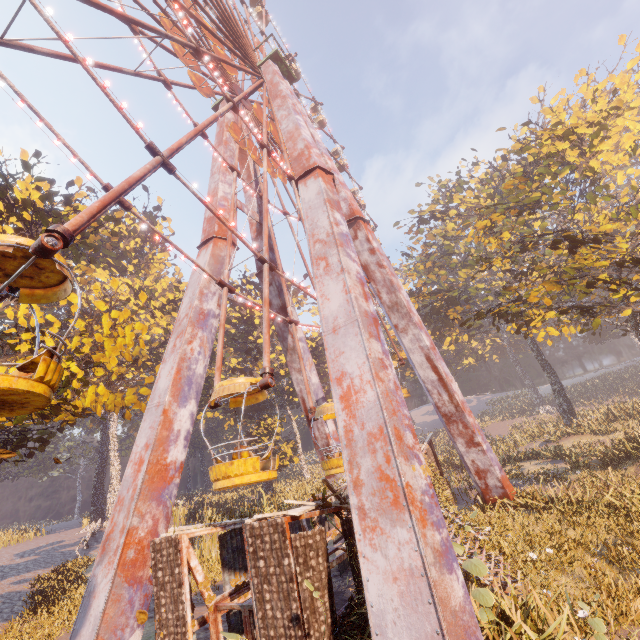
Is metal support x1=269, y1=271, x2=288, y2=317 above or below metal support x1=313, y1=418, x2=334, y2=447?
above

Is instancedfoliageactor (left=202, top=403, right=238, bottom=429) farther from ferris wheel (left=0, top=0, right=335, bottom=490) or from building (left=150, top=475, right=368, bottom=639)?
ferris wheel (left=0, top=0, right=335, bottom=490)

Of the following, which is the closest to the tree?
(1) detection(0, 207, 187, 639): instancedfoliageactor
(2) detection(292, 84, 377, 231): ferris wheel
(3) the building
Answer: (3) the building

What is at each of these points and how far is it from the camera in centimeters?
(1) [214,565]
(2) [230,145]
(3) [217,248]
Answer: (1) instancedfoliageactor, 1653cm
(2) metal support, 1889cm
(3) metal support, 1516cm

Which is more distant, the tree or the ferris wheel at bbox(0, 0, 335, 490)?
the tree

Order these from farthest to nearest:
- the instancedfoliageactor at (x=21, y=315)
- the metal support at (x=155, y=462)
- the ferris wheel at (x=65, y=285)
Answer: the instancedfoliageactor at (x=21, y=315) < the metal support at (x=155, y=462) < the ferris wheel at (x=65, y=285)

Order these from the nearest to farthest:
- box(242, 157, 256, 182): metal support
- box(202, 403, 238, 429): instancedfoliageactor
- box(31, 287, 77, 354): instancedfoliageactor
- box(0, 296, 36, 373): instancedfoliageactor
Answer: box(0, 296, 36, 373): instancedfoliageactor → box(31, 287, 77, 354): instancedfoliageactor → box(242, 157, 256, 182): metal support → box(202, 403, 238, 429): instancedfoliageactor

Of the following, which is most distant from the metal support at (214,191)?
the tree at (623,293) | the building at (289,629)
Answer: the tree at (623,293)
